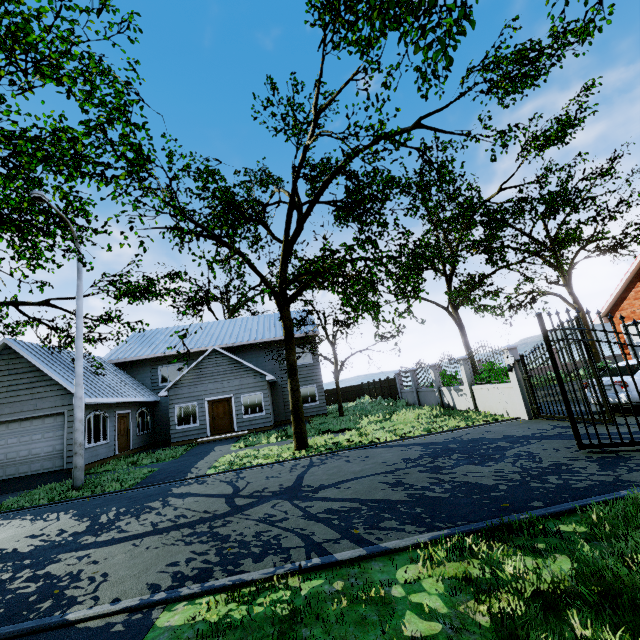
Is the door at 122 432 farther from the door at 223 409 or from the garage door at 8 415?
the door at 223 409

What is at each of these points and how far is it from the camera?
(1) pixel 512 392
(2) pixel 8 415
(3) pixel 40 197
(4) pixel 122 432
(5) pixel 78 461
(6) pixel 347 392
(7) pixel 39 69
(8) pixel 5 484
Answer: (1) fence, 11.8m
(2) garage door, 14.3m
(3) street light, 11.1m
(4) door, 18.2m
(5) street light, 11.2m
(6) fence, 36.3m
(7) tree, 10.9m
(8) garage entrance, 13.1m

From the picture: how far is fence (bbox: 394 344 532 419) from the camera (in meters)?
11.45

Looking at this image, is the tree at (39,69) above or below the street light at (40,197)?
below

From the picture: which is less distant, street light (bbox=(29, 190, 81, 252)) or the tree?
the tree

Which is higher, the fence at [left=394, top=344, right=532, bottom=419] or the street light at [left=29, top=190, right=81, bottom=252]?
the street light at [left=29, top=190, right=81, bottom=252]

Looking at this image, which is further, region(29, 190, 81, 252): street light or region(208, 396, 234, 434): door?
region(208, 396, 234, 434): door

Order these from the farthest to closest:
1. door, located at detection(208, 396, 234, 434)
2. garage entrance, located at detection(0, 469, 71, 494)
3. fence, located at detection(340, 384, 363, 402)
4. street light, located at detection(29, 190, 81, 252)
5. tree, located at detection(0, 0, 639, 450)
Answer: fence, located at detection(340, 384, 363, 402)
door, located at detection(208, 396, 234, 434)
garage entrance, located at detection(0, 469, 71, 494)
street light, located at detection(29, 190, 81, 252)
tree, located at detection(0, 0, 639, 450)
